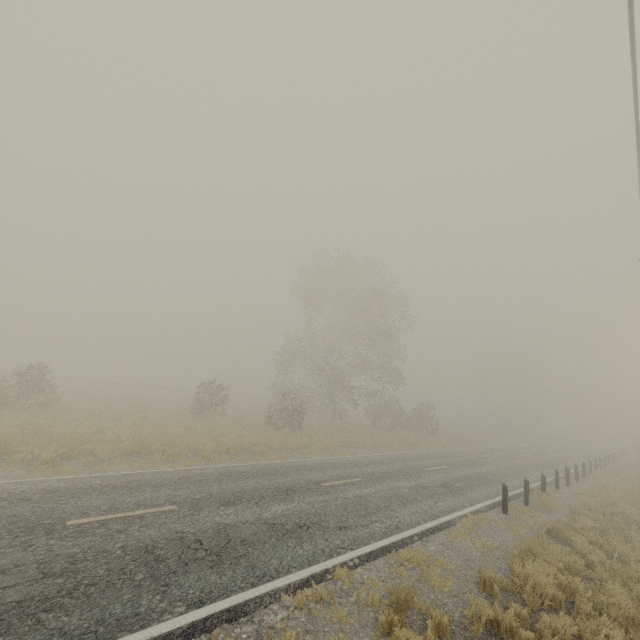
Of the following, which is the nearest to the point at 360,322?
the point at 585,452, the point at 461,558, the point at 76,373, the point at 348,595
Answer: the point at 461,558

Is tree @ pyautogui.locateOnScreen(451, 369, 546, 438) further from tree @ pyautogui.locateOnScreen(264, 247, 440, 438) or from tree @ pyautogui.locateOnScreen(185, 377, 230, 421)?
tree @ pyautogui.locateOnScreen(185, 377, 230, 421)

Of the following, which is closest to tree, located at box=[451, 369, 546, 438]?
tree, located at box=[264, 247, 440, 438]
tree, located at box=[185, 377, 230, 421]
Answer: tree, located at box=[264, 247, 440, 438]

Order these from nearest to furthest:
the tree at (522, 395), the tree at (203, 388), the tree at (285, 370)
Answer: the tree at (203, 388) < the tree at (285, 370) < the tree at (522, 395)

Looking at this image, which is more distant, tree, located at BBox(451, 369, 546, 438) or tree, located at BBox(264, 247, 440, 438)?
tree, located at BBox(451, 369, 546, 438)

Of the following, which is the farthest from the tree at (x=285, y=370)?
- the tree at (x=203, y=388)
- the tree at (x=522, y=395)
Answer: the tree at (x=522, y=395)

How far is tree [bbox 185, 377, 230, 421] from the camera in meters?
24.6 m
